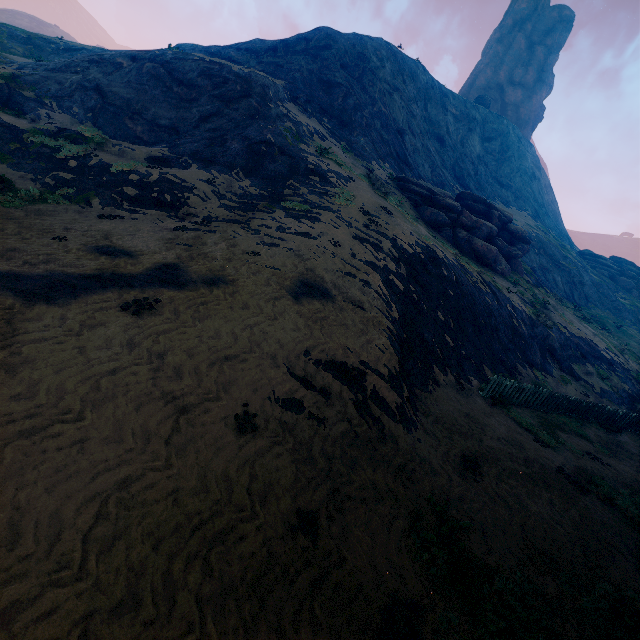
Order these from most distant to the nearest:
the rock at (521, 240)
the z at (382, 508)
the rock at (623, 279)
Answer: the rock at (623, 279) < the rock at (521, 240) < the z at (382, 508)

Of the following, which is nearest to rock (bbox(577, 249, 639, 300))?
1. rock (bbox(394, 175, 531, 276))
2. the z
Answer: the z

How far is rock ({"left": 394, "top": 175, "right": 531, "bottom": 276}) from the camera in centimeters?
2395cm

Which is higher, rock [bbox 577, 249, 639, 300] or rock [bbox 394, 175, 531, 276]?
rock [bbox 577, 249, 639, 300]

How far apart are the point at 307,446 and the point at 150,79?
27.52m

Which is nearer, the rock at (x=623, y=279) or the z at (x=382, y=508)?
the z at (x=382, y=508)

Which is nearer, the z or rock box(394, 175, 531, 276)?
the z

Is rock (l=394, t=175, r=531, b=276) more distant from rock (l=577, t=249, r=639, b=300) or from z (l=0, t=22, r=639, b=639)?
rock (l=577, t=249, r=639, b=300)
